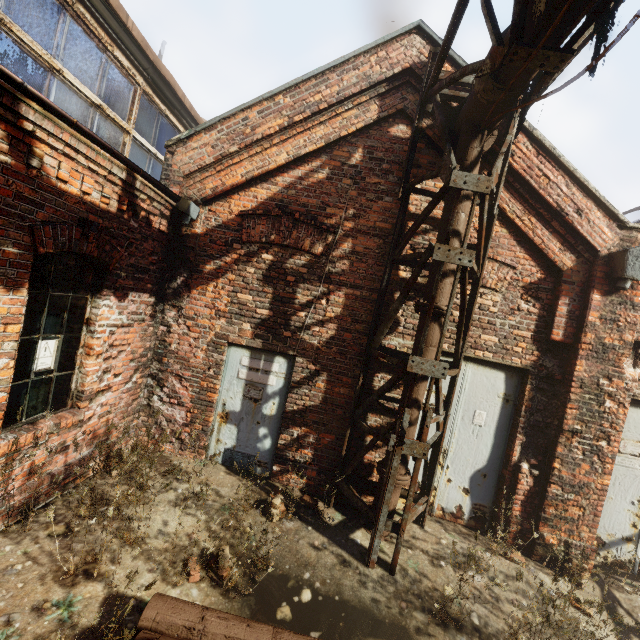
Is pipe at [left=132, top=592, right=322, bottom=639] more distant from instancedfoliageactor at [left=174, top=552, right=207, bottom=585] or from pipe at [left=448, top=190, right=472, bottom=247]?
pipe at [left=448, top=190, right=472, bottom=247]

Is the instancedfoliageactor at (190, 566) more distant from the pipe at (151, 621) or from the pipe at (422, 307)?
the pipe at (422, 307)

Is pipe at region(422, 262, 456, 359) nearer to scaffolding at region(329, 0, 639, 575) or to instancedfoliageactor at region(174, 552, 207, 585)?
scaffolding at region(329, 0, 639, 575)

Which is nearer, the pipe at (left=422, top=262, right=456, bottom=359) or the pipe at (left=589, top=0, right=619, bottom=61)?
the pipe at (left=589, top=0, right=619, bottom=61)

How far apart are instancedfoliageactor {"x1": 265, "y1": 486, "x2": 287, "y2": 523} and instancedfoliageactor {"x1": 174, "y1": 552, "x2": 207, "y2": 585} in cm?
86

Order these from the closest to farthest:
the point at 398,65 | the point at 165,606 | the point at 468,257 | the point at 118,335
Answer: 1. the point at 165,606
2. the point at 468,257
3. the point at 118,335
4. the point at 398,65

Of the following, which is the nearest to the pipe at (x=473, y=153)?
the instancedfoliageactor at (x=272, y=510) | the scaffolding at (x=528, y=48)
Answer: the scaffolding at (x=528, y=48)

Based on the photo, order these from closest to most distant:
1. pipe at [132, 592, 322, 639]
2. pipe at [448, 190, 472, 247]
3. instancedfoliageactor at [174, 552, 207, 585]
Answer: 1. pipe at [132, 592, 322, 639]
2. instancedfoliageactor at [174, 552, 207, 585]
3. pipe at [448, 190, 472, 247]
